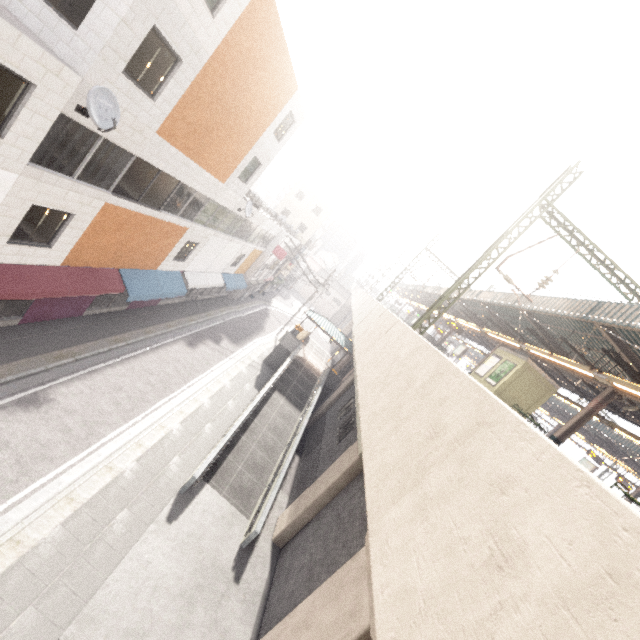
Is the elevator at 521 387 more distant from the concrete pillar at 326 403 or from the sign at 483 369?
the concrete pillar at 326 403

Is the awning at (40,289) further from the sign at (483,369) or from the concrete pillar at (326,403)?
the sign at (483,369)

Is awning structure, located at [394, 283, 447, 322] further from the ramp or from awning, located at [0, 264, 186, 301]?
awning, located at [0, 264, 186, 301]

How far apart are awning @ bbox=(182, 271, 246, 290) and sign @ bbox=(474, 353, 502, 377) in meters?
19.4

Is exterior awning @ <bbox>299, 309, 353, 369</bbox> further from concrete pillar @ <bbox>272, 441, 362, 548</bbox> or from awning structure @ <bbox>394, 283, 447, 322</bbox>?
concrete pillar @ <bbox>272, 441, 362, 548</bbox>

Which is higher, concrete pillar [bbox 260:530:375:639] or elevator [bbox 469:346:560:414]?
elevator [bbox 469:346:560:414]

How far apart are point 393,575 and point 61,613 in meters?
8.2 m

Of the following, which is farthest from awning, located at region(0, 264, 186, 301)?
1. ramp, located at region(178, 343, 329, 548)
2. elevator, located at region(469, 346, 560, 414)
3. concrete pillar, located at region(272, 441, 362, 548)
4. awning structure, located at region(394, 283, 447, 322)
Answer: elevator, located at region(469, 346, 560, 414)
